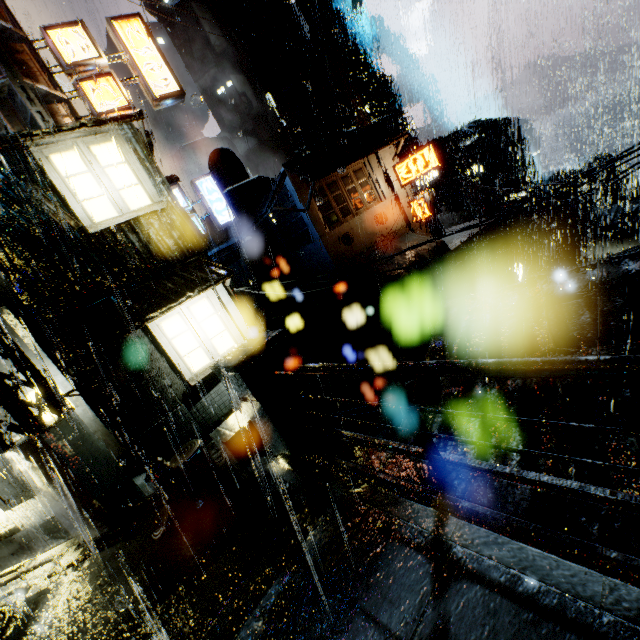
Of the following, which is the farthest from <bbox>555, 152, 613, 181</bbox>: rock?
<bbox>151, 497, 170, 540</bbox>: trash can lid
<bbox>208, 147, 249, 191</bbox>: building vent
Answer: <bbox>151, 497, 170, 540</bbox>: trash can lid

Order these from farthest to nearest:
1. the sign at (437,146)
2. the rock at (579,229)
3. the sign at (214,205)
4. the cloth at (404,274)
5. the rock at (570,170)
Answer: the rock at (570,170) < the rock at (579,229) < the cloth at (404,274) < the sign at (437,146) < the sign at (214,205)

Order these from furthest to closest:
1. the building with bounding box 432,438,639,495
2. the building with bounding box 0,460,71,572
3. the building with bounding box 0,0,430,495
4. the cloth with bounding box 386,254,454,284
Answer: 1. the cloth with bounding box 386,254,454,284
2. the building with bounding box 0,460,71,572
3. the building with bounding box 0,0,430,495
4. the building with bounding box 432,438,639,495

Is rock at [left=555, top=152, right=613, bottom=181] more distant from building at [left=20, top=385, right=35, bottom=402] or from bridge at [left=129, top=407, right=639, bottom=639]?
bridge at [left=129, top=407, right=639, bottom=639]

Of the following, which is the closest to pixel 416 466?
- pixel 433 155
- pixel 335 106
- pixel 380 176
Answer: pixel 433 155

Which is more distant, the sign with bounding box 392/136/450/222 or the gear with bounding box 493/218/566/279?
the gear with bounding box 493/218/566/279

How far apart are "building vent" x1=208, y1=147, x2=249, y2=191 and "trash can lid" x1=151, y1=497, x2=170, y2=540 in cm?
3433

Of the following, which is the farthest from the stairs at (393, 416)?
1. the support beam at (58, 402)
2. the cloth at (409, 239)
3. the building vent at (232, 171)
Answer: the building vent at (232, 171)
